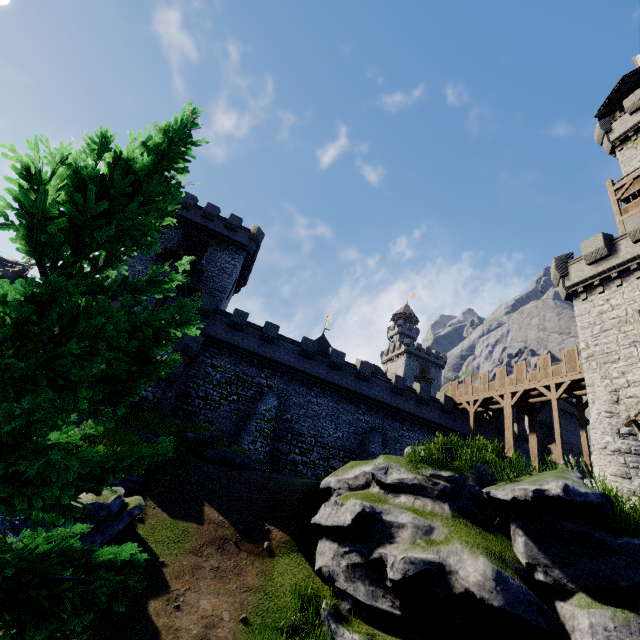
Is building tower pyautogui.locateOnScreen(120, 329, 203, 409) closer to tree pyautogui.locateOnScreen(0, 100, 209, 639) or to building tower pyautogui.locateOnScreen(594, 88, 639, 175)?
tree pyautogui.locateOnScreen(0, 100, 209, 639)

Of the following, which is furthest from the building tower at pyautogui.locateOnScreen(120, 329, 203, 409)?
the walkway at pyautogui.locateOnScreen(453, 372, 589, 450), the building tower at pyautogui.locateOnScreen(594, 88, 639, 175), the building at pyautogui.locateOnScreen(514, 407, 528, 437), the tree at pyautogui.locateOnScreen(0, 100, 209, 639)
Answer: the building at pyautogui.locateOnScreen(514, 407, 528, 437)

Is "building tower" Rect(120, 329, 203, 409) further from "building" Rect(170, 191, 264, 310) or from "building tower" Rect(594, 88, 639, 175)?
"building tower" Rect(594, 88, 639, 175)

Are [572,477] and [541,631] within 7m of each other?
yes

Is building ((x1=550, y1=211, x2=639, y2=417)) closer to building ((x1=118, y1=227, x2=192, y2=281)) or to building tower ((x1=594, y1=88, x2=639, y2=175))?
building tower ((x1=594, y1=88, x2=639, y2=175))

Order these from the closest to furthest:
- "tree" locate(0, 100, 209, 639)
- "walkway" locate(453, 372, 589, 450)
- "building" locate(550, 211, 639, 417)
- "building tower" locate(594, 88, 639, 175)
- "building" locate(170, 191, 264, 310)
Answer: "tree" locate(0, 100, 209, 639)
"building" locate(550, 211, 639, 417)
"walkway" locate(453, 372, 589, 450)
"building tower" locate(594, 88, 639, 175)
"building" locate(170, 191, 264, 310)

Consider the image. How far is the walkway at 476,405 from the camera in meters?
23.5 m

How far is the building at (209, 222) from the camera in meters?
31.5 m
